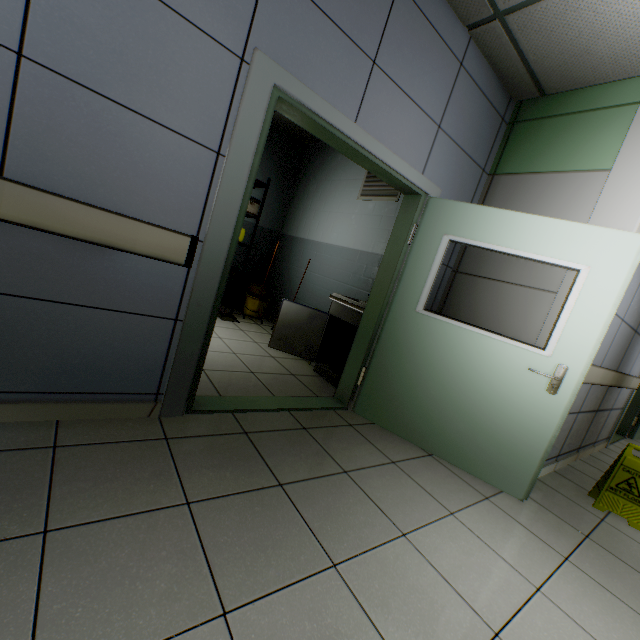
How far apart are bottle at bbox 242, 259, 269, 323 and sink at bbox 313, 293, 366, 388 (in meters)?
1.81

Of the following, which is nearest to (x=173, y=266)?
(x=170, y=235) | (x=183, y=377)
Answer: (x=170, y=235)

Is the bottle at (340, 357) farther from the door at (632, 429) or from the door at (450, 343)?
the door at (632, 429)

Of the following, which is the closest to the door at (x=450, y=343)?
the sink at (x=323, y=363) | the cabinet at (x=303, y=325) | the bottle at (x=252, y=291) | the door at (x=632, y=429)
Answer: the sink at (x=323, y=363)

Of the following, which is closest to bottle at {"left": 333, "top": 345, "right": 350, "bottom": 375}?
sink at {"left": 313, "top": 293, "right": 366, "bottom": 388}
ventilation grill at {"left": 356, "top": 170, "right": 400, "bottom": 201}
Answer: sink at {"left": 313, "top": 293, "right": 366, "bottom": 388}

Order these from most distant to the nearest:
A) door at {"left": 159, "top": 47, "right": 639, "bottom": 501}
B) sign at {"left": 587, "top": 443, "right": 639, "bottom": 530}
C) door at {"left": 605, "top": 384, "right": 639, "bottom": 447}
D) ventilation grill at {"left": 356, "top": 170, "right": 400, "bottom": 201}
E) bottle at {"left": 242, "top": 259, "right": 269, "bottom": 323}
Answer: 1. bottle at {"left": 242, "top": 259, "right": 269, "bottom": 323}
2. door at {"left": 605, "top": 384, "right": 639, "bottom": 447}
3. ventilation grill at {"left": 356, "top": 170, "right": 400, "bottom": 201}
4. sign at {"left": 587, "top": 443, "right": 639, "bottom": 530}
5. door at {"left": 159, "top": 47, "right": 639, "bottom": 501}

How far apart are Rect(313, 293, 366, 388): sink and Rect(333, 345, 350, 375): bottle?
0.0 meters

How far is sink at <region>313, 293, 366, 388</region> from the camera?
3.45m
